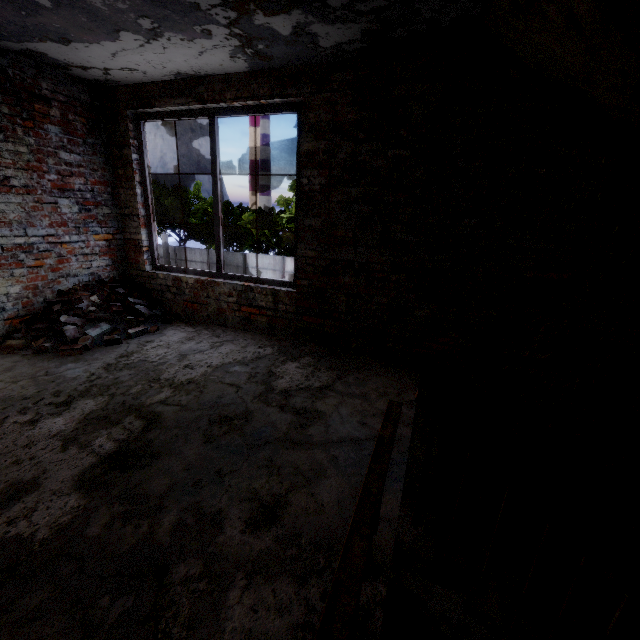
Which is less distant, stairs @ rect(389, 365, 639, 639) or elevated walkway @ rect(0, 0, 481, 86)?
stairs @ rect(389, 365, 639, 639)

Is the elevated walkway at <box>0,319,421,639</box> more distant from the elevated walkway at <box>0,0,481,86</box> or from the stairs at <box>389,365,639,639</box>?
the elevated walkway at <box>0,0,481,86</box>

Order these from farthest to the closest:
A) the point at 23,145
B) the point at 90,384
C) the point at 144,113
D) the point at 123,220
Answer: the point at 123,220
the point at 144,113
the point at 23,145
the point at 90,384

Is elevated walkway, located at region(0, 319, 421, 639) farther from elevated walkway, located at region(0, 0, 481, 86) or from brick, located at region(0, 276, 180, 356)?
elevated walkway, located at region(0, 0, 481, 86)

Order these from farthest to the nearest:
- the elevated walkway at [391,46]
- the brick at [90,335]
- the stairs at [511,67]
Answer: the brick at [90,335], the elevated walkway at [391,46], the stairs at [511,67]

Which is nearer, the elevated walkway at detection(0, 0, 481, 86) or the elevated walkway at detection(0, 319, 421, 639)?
the elevated walkway at detection(0, 319, 421, 639)

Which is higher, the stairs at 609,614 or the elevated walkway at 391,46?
the elevated walkway at 391,46
